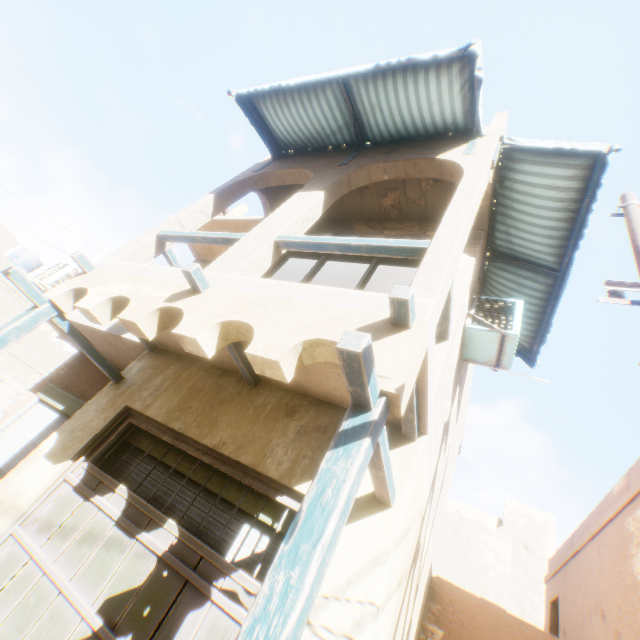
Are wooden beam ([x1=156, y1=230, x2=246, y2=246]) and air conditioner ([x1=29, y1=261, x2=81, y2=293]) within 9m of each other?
yes

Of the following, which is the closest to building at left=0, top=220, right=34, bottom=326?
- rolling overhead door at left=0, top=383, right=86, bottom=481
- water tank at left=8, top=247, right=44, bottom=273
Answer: rolling overhead door at left=0, top=383, right=86, bottom=481

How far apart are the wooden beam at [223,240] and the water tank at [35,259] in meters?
25.7 m

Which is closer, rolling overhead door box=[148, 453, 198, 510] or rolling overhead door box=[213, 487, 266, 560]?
rolling overhead door box=[213, 487, 266, 560]

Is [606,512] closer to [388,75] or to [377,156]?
[377,156]

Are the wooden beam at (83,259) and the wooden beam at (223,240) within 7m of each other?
yes

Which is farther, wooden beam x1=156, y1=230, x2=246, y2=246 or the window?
the window

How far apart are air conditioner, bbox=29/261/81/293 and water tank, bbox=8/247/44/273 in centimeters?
2098cm
